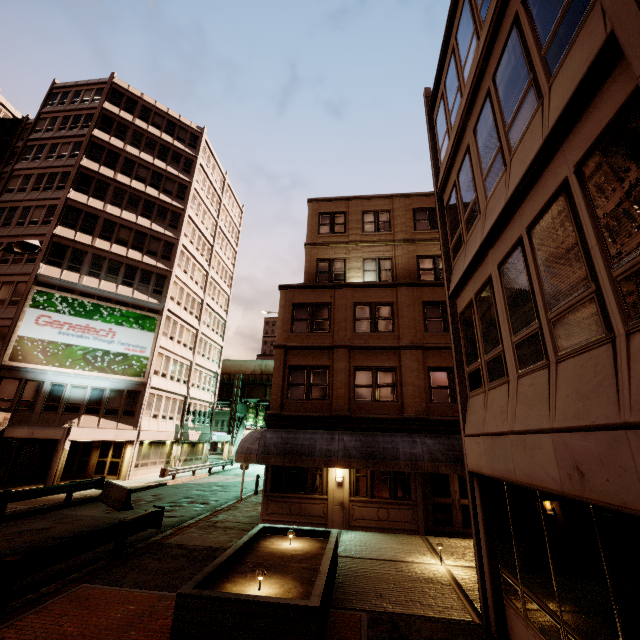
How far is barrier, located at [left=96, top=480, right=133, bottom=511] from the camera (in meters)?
16.33

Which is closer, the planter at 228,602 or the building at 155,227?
the planter at 228,602

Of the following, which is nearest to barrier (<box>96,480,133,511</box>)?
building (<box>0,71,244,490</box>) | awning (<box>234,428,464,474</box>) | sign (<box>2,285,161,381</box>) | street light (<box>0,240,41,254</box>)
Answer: building (<box>0,71,244,490</box>)

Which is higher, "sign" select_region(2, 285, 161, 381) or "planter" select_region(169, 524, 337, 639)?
"sign" select_region(2, 285, 161, 381)

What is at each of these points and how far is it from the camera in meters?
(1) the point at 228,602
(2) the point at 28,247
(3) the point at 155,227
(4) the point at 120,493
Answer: (1) planter, 5.4
(2) street light, 11.1
(3) building, 32.1
(4) barrier, 17.0

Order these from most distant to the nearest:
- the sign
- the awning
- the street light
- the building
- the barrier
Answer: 1. the building
2. the sign
3. the barrier
4. the awning
5. the street light

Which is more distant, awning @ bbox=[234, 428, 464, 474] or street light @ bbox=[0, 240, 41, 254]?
awning @ bbox=[234, 428, 464, 474]

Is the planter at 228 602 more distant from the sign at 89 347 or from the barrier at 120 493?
the sign at 89 347
